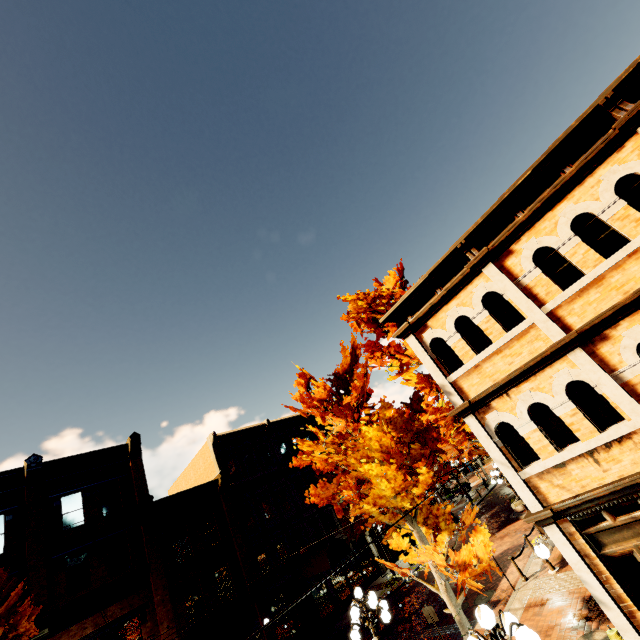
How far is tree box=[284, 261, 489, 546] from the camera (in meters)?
9.22

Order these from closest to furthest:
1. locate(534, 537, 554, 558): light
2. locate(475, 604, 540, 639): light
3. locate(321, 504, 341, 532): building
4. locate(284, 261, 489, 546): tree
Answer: locate(475, 604, 540, 639): light, locate(534, 537, 554, 558): light, locate(284, 261, 489, 546): tree, locate(321, 504, 341, 532): building

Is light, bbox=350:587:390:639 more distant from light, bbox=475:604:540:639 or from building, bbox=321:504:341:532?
building, bbox=321:504:341:532

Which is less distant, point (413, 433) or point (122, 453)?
point (413, 433)

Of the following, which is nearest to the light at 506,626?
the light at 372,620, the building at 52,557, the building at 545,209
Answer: the building at 545,209

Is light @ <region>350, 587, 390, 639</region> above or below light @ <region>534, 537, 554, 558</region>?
above

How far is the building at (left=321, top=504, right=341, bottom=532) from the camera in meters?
26.1 m

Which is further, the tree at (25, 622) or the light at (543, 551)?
the tree at (25, 622)
